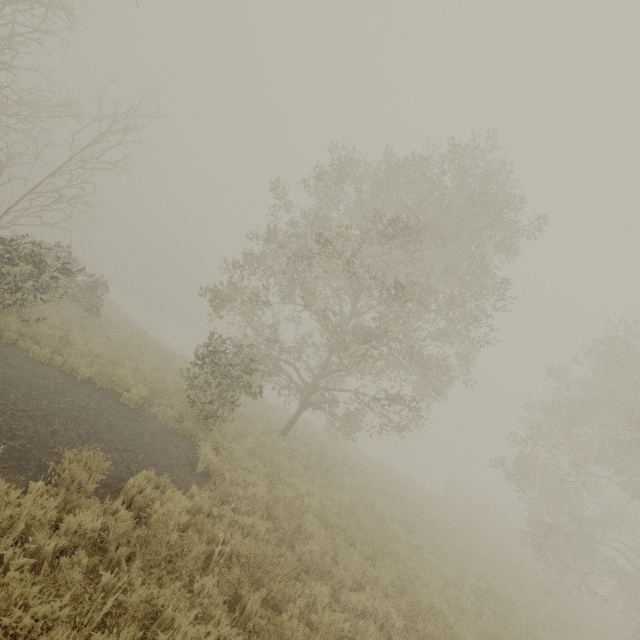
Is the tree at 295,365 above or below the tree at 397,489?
above

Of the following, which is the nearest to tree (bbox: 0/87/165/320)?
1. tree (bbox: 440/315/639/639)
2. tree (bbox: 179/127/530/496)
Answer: tree (bbox: 179/127/530/496)

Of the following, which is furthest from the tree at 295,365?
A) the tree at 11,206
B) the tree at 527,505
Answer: the tree at 11,206

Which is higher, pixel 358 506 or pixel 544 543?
pixel 544 543

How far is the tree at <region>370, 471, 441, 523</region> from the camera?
13.6 meters

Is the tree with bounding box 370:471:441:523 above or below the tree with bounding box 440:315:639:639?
below

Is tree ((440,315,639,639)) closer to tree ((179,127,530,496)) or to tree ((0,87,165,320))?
tree ((179,127,530,496))
